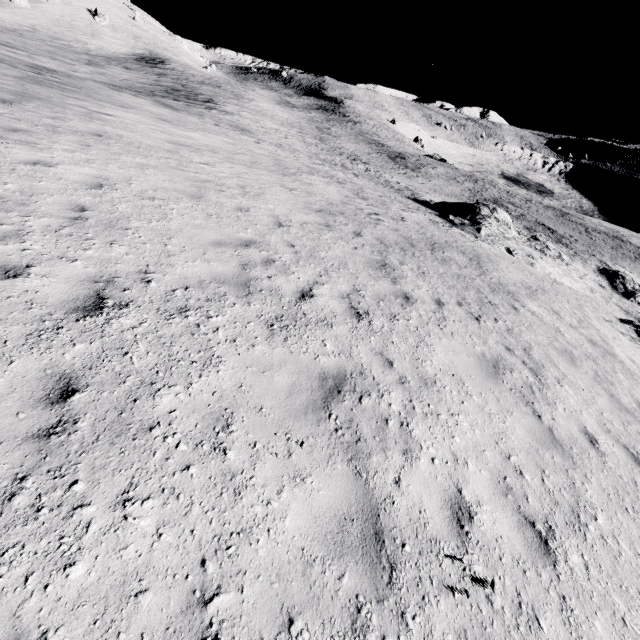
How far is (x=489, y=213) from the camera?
28.31m
